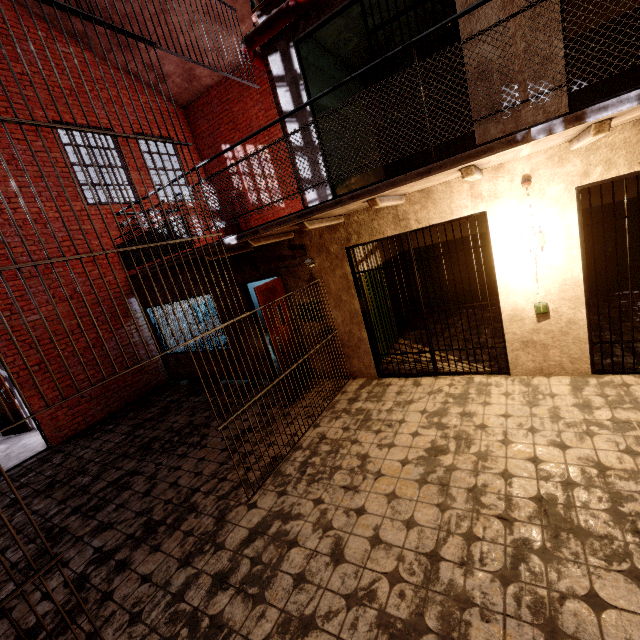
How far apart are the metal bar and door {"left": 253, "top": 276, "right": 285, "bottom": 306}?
1.4m

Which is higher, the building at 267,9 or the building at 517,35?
the building at 267,9

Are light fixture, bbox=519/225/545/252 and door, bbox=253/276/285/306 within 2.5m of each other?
no

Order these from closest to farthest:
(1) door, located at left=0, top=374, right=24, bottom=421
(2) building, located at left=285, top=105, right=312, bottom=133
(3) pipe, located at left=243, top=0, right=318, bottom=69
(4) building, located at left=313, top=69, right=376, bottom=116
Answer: (3) pipe, located at left=243, top=0, right=318, bottom=69 < (2) building, located at left=285, top=105, right=312, bottom=133 < (4) building, located at left=313, top=69, right=376, bottom=116 < (1) door, located at left=0, top=374, right=24, bottom=421

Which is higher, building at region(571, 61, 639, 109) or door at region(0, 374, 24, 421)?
building at region(571, 61, 639, 109)

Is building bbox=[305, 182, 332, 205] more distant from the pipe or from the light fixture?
the light fixture

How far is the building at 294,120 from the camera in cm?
482

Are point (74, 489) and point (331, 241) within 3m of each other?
no
